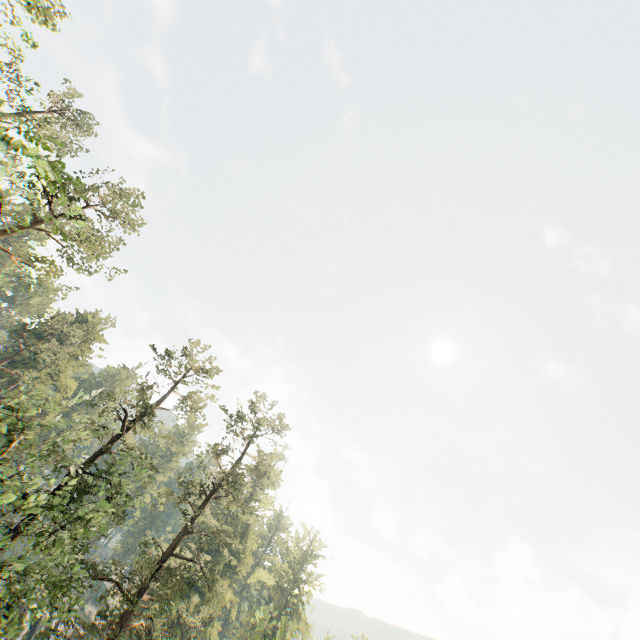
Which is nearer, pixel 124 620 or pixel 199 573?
pixel 124 620

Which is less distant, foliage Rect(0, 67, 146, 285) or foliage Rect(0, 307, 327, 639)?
foliage Rect(0, 67, 146, 285)

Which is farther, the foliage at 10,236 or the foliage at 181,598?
the foliage at 181,598
